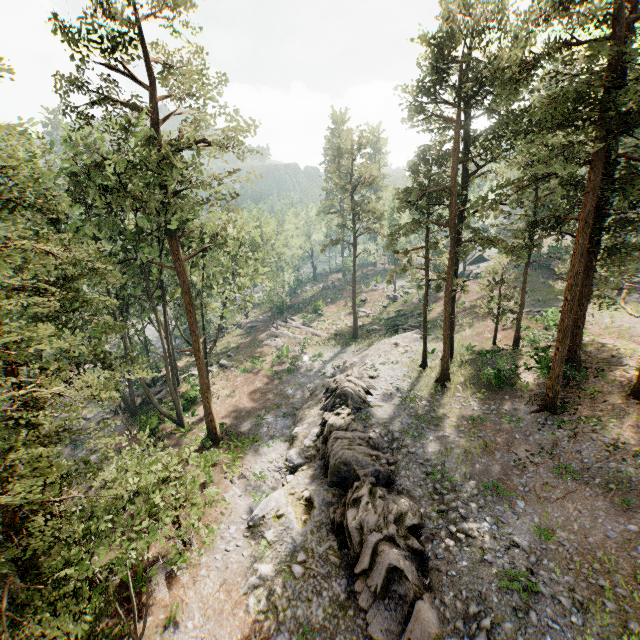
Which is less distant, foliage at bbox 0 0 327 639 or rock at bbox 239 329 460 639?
foliage at bbox 0 0 327 639

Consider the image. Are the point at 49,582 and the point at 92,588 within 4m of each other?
yes

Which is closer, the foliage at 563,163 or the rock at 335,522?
the rock at 335,522

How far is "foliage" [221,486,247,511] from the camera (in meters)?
15.20

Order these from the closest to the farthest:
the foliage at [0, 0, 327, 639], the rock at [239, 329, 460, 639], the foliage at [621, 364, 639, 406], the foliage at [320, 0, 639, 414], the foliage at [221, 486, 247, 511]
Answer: the foliage at [0, 0, 327, 639], the rock at [239, 329, 460, 639], the foliage at [320, 0, 639, 414], the foliage at [221, 486, 247, 511], the foliage at [621, 364, 639, 406]

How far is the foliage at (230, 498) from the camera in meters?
15.2

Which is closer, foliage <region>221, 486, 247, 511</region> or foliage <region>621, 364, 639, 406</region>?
foliage <region>221, 486, 247, 511</region>
